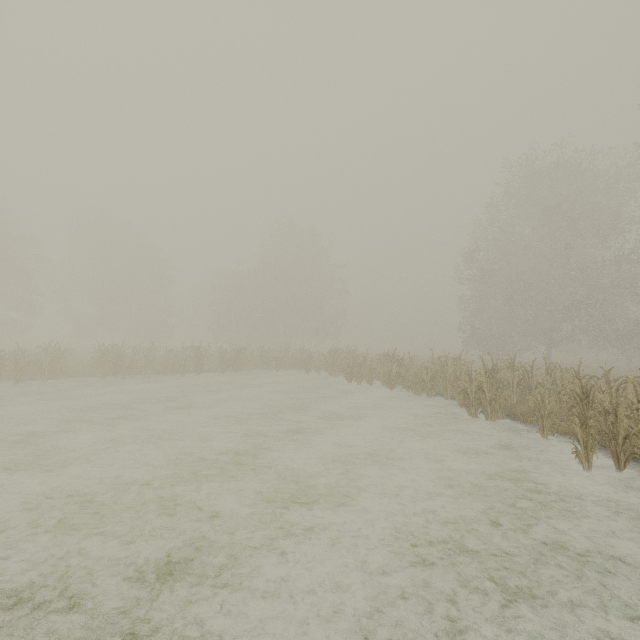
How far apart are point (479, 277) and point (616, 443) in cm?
2403
